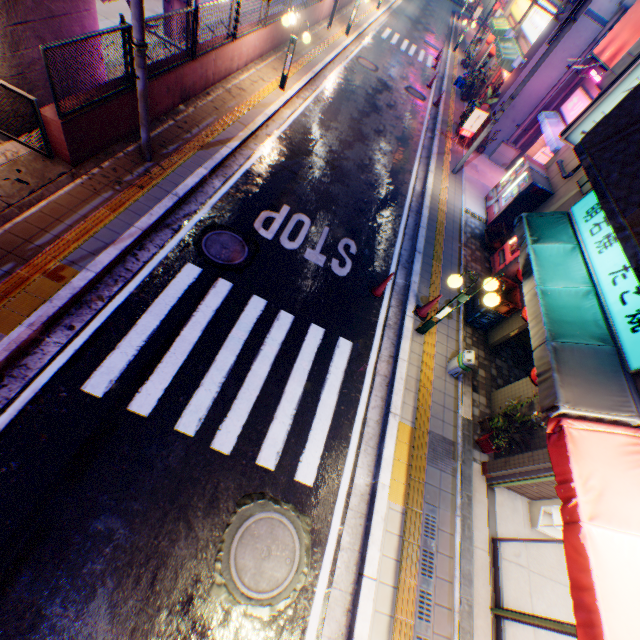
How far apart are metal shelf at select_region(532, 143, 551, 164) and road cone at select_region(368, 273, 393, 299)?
12.81m

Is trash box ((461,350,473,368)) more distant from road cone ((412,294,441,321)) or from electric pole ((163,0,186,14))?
electric pole ((163,0,186,14))

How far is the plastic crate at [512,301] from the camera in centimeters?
829cm

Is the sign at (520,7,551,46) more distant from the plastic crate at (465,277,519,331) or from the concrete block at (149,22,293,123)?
the plastic crate at (465,277,519,331)

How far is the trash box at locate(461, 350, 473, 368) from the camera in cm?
723

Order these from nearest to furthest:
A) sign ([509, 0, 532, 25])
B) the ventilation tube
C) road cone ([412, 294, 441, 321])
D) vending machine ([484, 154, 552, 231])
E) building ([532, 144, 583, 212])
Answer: road cone ([412, 294, 441, 321]), building ([532, 144, 583, 212]), vending machine ([484, 154, 552, 231]), the ventilation tube, sign ([509, 0, 532, 25])

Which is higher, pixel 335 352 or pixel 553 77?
pixel 553 77

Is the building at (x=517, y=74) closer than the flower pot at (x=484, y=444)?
No
